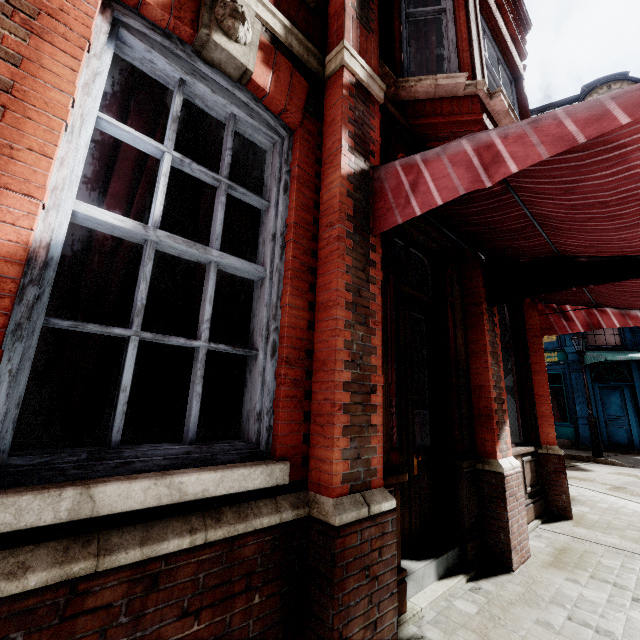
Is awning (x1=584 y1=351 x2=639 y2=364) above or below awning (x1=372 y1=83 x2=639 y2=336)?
above

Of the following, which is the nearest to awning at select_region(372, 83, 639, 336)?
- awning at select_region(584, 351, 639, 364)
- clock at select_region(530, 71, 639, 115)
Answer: clock at select_region(530, 71, 639, 115)

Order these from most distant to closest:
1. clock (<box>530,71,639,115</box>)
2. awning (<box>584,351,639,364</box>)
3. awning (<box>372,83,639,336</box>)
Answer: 1. awning (<box>584,351,639,364</box>)
2. clock (<box>530,71,639,115</box>)
3. awning (<box>372,83,639,336</box>)

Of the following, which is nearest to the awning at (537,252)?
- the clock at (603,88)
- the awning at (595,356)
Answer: the clock at (603,88)

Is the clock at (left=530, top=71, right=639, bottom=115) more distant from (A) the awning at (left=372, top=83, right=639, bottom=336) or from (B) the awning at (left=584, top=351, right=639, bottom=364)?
(B) the awning at (left=584, top=351, right=639, bottom=364)

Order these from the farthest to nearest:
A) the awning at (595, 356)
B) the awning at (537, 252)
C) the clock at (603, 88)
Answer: the awning at (595, 356) < the clock at (603, 88) < the awning at (537, 252)

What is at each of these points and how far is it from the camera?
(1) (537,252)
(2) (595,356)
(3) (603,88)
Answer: (1) awning, 3.7m
(2) awning, 14.1m
(3) clock, 6.3m
